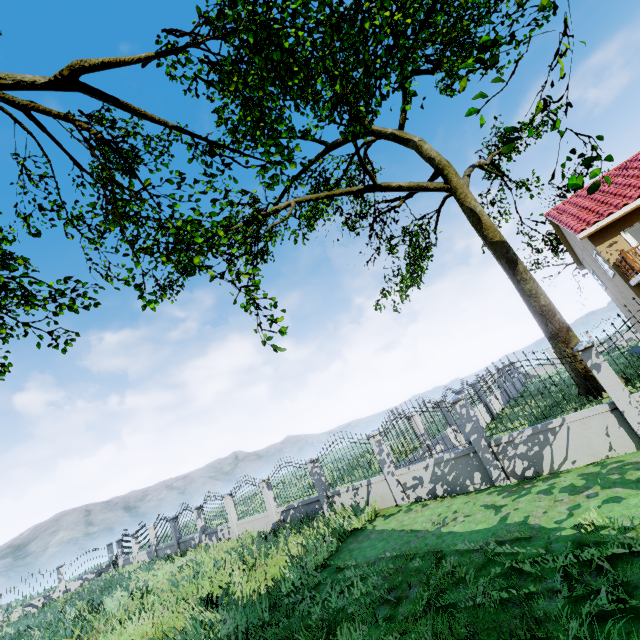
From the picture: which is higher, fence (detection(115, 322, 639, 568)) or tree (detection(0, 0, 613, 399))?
tree (detection(0, 0, 613, 399))

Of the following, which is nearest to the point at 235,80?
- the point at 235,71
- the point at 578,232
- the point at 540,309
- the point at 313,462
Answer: the point at 235,71

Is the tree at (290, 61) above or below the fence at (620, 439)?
above
